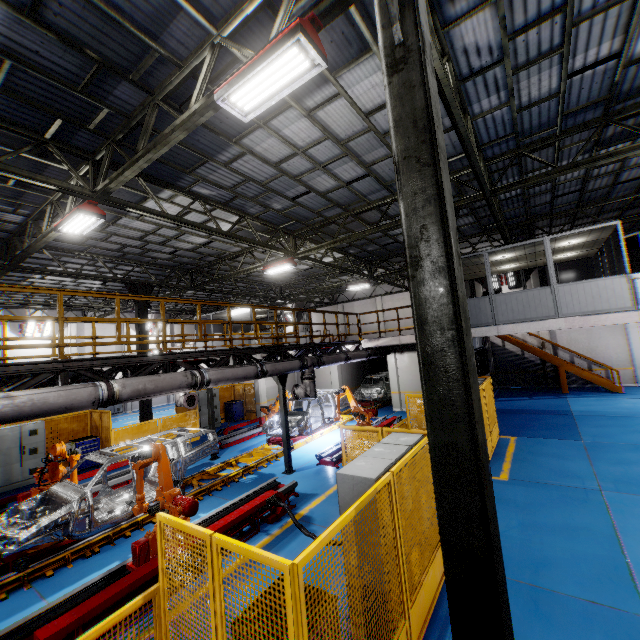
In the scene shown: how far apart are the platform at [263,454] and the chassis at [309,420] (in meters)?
0.01

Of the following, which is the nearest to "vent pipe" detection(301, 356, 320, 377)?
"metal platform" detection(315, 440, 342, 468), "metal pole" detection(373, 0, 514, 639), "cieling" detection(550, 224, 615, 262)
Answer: "metal platform" detection(315, 440, 342, 468)

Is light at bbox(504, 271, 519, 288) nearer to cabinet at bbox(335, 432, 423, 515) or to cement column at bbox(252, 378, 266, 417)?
cement column at bbox(252, 378, 266, 417)

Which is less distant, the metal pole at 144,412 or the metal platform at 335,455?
the metal platform at 335,455

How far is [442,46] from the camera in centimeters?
565cm

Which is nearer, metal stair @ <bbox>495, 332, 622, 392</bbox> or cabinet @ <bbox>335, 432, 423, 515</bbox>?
cabinet @ <bbox>335, 432, 423, 515</bbox>

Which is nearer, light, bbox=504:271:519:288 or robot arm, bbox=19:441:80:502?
robot arm, bbox=19:441:80:502

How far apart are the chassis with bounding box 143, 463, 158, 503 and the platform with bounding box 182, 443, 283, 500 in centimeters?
1cm
